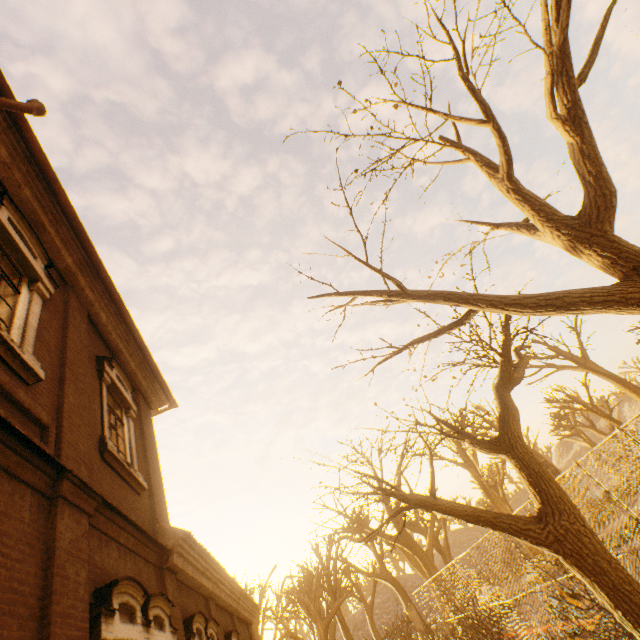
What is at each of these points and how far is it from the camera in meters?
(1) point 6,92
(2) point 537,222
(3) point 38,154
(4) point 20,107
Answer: (1) gutter, 5.2
(2) tree, 4.3
(3) gutter, 5.8
(4) drain pipe, 4.9

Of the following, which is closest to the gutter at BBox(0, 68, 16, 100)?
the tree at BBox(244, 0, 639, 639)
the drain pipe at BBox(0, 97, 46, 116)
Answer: the drain pipe at BBox(0, 97, 46, 116)

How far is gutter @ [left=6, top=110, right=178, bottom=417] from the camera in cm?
560

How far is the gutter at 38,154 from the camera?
5.6 meters

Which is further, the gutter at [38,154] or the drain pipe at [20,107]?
the gutter at [38,154]

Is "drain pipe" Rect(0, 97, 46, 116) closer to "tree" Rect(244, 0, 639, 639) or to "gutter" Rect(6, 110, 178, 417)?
"gutter" Rect(6, 110, 178, 417)
